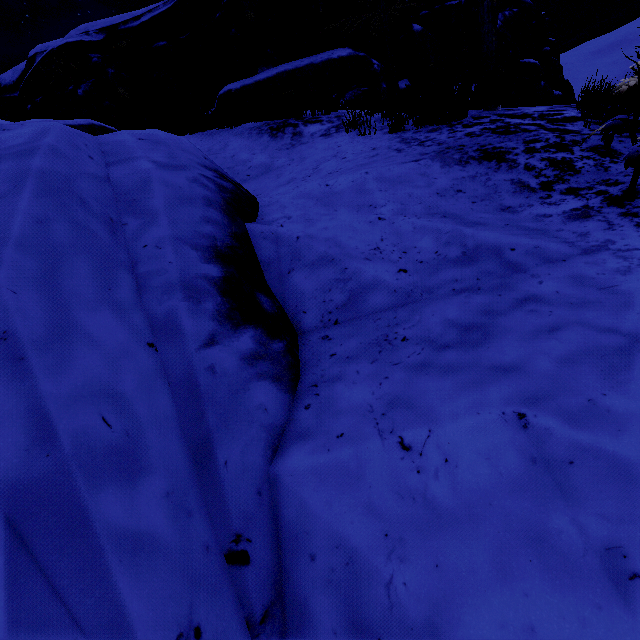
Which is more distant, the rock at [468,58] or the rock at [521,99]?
the rock at [521,99]

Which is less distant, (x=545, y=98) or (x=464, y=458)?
(x=464, y=458)

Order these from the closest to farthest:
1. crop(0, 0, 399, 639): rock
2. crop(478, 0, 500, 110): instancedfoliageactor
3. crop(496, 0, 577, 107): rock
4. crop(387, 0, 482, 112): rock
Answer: crop(0, 0, 399, 639): rock
crop(478, 0, 500, 110): instancedfoliageactor
crop(387, 0, 482, 112): rock
crop(496, 0, 577, 107): rock

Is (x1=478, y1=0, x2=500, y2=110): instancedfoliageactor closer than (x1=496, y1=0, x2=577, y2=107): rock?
Yes

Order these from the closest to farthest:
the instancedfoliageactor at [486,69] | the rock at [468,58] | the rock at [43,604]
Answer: the rock at [43,604] → the instancedfoliageactor at [486,69] → the rock at [468,58]

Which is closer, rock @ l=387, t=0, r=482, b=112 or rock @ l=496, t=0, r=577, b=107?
rock @ l=387, t=0, r=482, b=112
